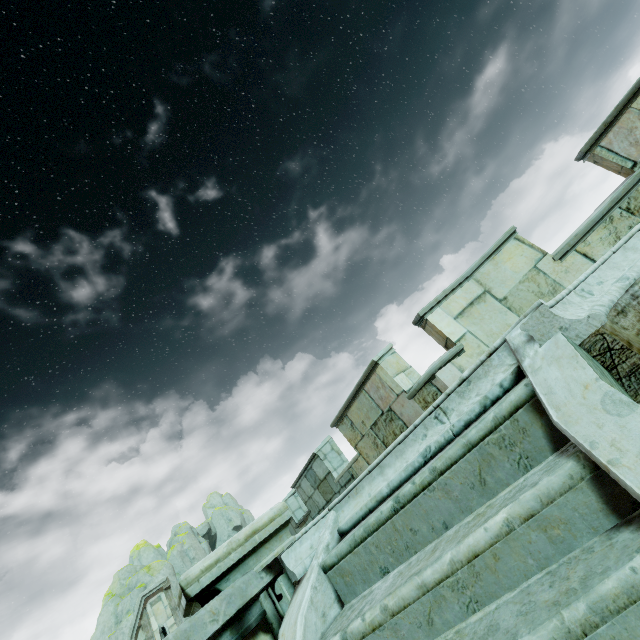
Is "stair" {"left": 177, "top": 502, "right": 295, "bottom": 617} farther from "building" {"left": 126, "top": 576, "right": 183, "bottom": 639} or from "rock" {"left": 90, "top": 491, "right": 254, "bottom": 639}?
"rock" {"left": 90, "top": 491, "right": 254, "bottom": 639}

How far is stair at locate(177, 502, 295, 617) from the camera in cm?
225

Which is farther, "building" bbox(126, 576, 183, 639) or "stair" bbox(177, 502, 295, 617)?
"building" bbox(126, 576, 183, 639)

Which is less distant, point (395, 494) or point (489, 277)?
point (395, 494)

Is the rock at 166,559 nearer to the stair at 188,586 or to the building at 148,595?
the building at 148,595

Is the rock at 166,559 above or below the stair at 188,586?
above

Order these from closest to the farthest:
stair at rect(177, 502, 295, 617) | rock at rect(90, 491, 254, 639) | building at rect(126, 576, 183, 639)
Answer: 1. stair at rect(177, 502, 295, 617)
2. building at rect(126, 576, 183, 639)
3. rock at rect(90, 491, 254, 639)
